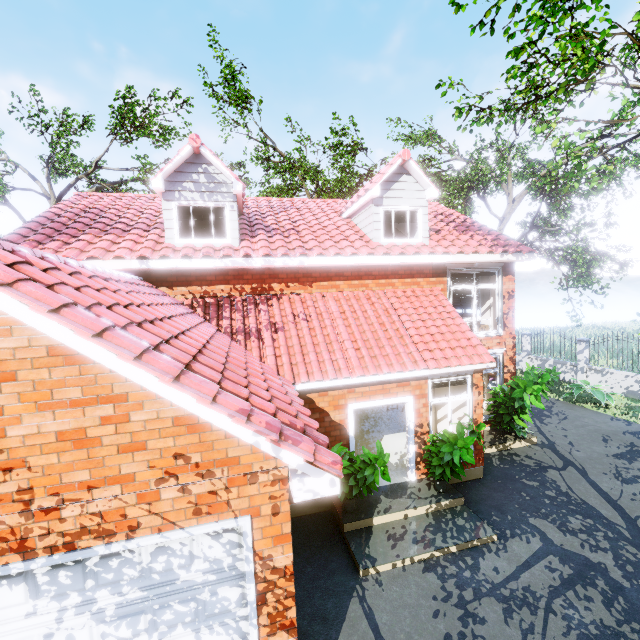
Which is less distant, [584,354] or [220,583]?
[220,583]

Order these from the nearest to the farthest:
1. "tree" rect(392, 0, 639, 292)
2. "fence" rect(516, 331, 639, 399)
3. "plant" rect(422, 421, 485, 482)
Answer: "tree" rect(392, 0, 639, 292)
"plant" rect(422, 421, 485, 482)
"fence" rect(516, 331, 639, 399)

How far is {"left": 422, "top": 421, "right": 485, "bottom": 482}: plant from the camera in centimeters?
695cm

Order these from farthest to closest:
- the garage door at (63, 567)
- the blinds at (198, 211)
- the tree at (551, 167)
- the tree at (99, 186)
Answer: the tree at (99, 186) → the blinds at (198, 211) → the tree at (551, 167) → the garage door at (63, 567)

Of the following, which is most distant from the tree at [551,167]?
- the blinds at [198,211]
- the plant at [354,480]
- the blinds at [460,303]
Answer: the plant at [354,480]

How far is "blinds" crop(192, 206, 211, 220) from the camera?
8.9 meters

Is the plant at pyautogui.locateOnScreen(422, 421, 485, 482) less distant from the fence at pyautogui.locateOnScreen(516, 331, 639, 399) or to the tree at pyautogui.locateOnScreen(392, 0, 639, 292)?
the tree at pyautogui.locateOnScreen(392, 0, 639, 292)

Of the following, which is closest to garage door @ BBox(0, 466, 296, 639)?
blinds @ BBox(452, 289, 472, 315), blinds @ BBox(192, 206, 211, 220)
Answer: blinds @ BBox(192, 206, 211, 220)
